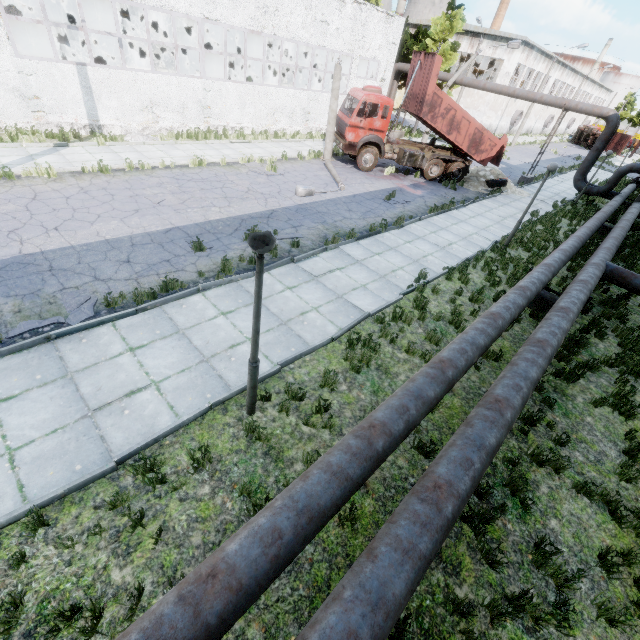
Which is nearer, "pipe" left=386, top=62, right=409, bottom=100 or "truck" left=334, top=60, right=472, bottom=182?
"truck" left=334, top=60, right=472, bottom=182

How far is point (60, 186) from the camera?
10.9m

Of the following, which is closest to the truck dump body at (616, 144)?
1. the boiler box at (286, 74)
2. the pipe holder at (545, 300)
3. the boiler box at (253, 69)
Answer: the boiler box at (286, 74)

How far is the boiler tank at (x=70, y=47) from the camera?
18.3m

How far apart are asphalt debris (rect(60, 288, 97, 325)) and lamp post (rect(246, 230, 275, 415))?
3.9m

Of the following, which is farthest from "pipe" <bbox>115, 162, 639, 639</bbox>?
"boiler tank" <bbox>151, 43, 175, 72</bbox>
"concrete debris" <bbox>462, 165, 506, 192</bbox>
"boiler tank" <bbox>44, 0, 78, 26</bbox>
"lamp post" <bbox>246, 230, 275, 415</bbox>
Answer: "boiler tank" <bbox>44, 0, 78, 26</bbox>

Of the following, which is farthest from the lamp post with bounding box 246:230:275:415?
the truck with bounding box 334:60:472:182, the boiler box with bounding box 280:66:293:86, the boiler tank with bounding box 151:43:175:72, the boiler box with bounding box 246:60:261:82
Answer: the boiler box with bounding box 280:66:293:86

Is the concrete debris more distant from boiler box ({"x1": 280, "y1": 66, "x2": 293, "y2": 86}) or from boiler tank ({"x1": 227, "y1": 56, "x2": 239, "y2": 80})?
boiler box ({"x1": 280, "y1": 66, "x2": 293, "y2": 86})
